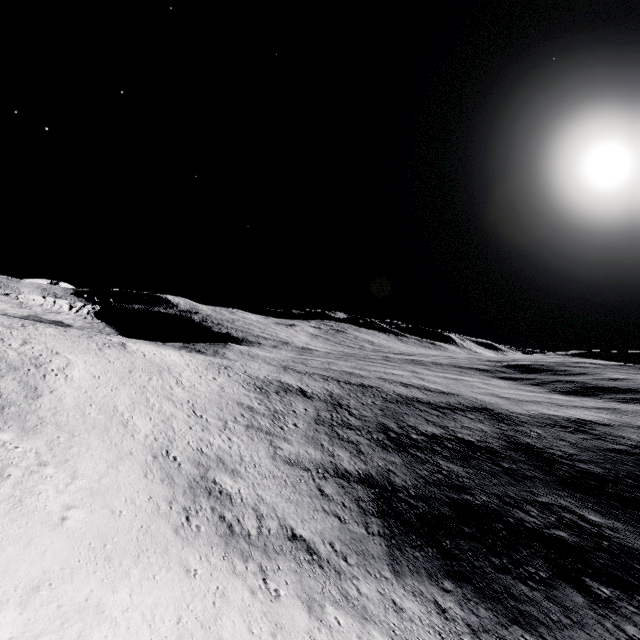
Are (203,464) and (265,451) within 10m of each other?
yes
